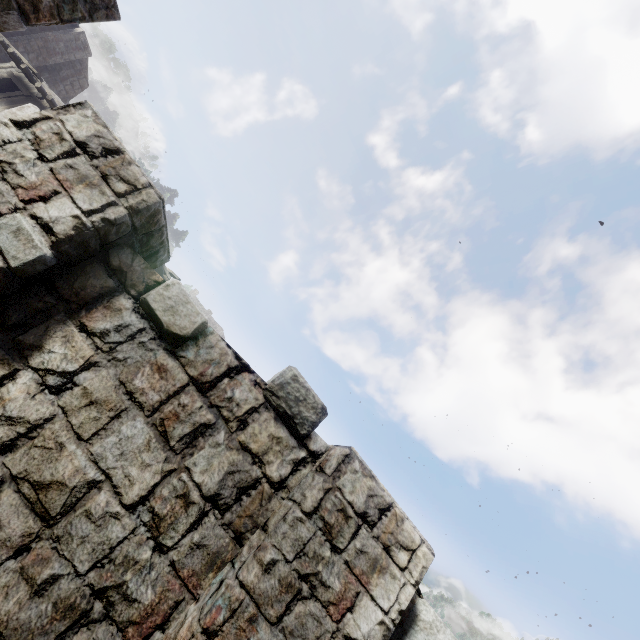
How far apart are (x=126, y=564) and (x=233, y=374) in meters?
1.7 m
